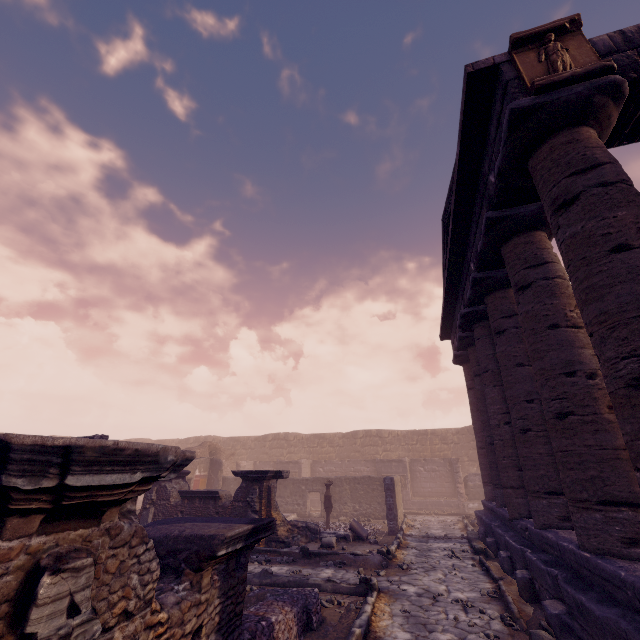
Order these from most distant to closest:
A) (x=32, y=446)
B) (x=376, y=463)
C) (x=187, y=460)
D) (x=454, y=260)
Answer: (x=376, y=463) < (x=454, y=260) < (x=187, y=460) < (x=32, y=446)

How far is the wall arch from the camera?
19.8m

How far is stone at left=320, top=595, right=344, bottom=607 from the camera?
5.59m

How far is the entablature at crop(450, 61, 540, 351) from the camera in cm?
466

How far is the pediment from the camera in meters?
4.9

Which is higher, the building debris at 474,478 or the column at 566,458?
the column at 566,458

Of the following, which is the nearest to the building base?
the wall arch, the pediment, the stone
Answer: the stone

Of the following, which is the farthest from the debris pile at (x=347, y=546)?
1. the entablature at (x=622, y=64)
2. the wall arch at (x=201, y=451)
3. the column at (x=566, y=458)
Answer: the wall arch at (x=201, y=451)
